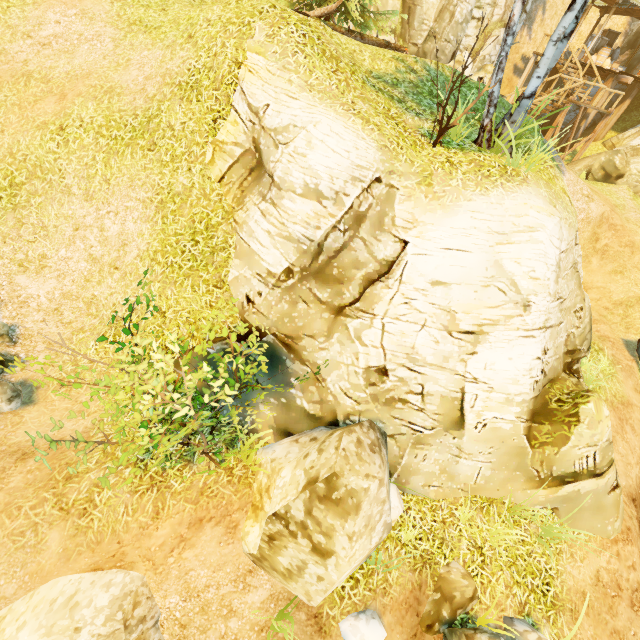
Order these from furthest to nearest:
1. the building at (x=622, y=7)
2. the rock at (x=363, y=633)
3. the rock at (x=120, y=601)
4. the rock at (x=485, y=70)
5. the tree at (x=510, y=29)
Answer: the building at (x=622, y=7), the rock at (x=485, y=70), the tree at (x=510, y=29), the rock at (x=363, y=633), the rock at (x=120, y=601)

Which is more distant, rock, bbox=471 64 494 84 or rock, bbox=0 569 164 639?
rock, bbox=471 64 494 84

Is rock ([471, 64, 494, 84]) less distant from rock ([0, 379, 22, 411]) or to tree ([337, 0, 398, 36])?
tree ([337, 0, 398, 36])

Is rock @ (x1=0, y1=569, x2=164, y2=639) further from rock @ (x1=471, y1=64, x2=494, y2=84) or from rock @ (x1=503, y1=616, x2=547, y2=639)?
rock @ (x1=471, y1=64, x2=494, y2=84)

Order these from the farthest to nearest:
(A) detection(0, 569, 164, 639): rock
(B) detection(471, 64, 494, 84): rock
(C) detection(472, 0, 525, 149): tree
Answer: (B) detection(471, 64, 494, 84): rock
(C) detection(472, 0, 525, 149): tree
(A) detection(0, 569, 164, 639): rock

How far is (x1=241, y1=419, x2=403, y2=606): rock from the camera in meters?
4.2

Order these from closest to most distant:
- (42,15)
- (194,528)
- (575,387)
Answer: (194,528)
(575,387)
(42,15)

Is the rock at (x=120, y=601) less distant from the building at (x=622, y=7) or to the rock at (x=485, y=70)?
the rock at (x=485, y=70)
